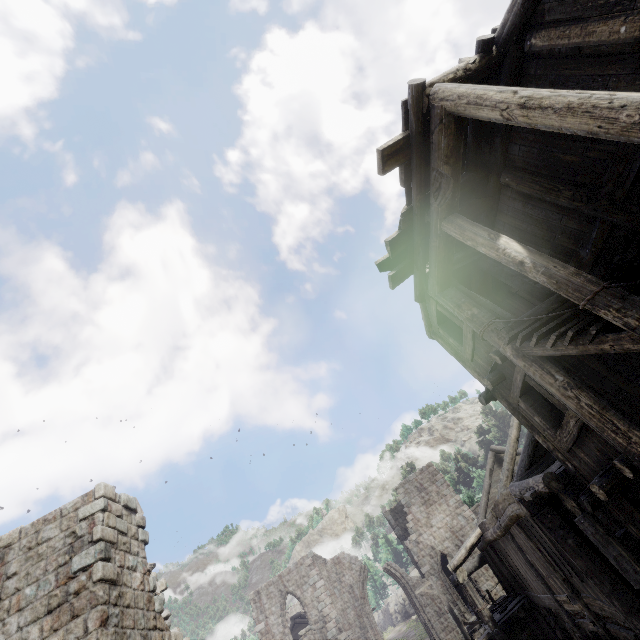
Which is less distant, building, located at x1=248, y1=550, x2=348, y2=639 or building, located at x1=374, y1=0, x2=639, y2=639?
building, located at x1=374, y1=0, x2=639, y2=639

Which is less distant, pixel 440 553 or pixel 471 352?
pixel 471 352

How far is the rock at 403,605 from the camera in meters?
53.3

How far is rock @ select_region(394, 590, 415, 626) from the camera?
53.3m

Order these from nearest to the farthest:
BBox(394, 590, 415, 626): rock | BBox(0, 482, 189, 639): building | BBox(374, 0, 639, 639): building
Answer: BBox(374, 0, 639, 639): building → BBox(0, 482, 189, 639): building → BBox(394, 590, 415, 626): rock

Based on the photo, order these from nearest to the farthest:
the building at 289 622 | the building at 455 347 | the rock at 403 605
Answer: the building at 455 347 → the building at 289 622 → the rock at 403 605

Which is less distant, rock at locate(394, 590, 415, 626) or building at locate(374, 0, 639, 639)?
building at locate(374, 0, 639, 639)
